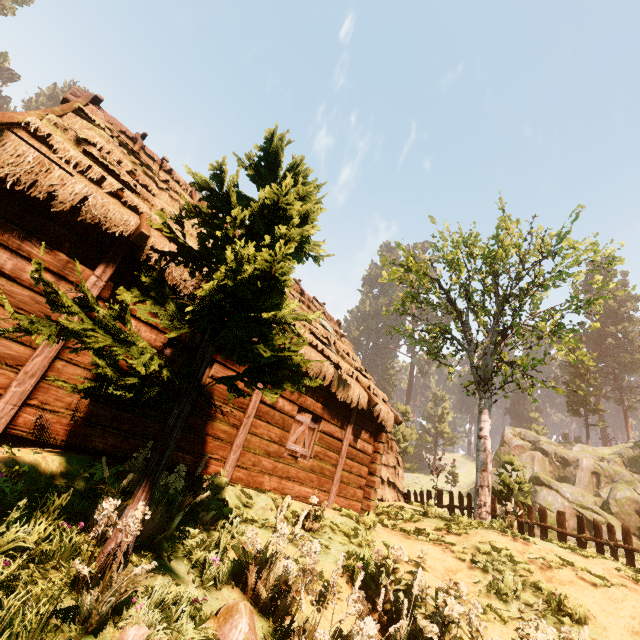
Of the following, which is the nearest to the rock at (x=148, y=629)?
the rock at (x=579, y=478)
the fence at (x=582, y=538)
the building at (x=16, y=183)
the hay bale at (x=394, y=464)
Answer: the building at (x=16, y=183)

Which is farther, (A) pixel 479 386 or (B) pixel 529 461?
(B) pixel 529 461

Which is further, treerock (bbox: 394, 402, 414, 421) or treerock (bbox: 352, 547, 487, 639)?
treerock (bbox: 394, 402, 414, 421)

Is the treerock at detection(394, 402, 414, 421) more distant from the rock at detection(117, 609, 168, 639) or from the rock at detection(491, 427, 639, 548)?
the rock at detection(491, 427, 639, 548)

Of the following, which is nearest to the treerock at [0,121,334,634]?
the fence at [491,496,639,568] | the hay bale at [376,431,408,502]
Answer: the fence at [491,496,639,568]

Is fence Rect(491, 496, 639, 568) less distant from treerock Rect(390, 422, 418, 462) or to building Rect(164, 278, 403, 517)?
treerock Rect(390, 422, 418, 462)

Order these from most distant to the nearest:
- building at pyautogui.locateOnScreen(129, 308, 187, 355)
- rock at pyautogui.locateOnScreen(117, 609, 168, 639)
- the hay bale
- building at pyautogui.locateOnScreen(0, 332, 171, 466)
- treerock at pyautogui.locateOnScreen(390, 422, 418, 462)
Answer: treerock at pyautogui.locateOnScreen(390, 422, 418, 462) → the hay bale → building at pyautogui.locateOnScreen(129, 308, 187, 355) → building at pyautogui.locateOnScreen(0, 332, 171, 466) → rock at pyautogui.locateOnScreen(117, 609, 168, 639)

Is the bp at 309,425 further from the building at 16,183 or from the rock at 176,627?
the rock at 176,627
